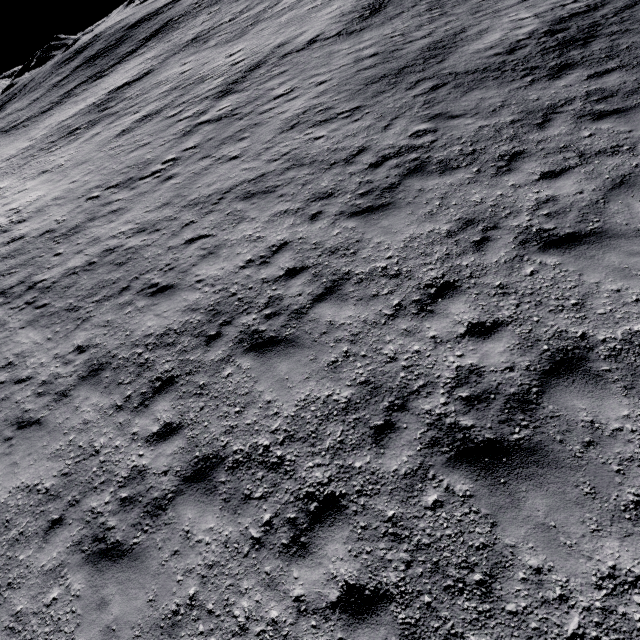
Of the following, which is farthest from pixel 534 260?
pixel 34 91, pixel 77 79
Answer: pixel 34 91
